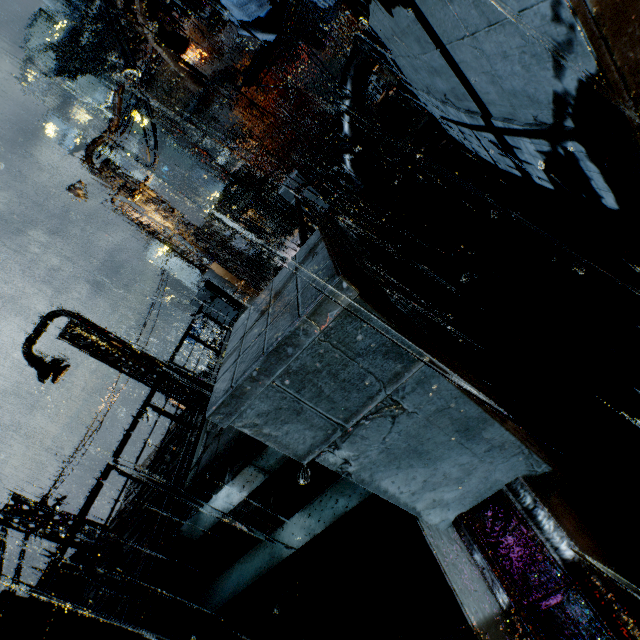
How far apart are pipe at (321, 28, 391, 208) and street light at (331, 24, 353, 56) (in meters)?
13.05

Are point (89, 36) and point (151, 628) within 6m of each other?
no

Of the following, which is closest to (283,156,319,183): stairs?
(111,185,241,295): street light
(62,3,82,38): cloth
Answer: (62,3,82,38): cloth

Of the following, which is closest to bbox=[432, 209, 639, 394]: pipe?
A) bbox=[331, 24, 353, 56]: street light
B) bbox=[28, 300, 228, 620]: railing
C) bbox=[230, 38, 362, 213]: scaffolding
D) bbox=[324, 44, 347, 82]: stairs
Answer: bbox=[28, 300, 228, 620]: railing

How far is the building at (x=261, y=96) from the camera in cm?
4838

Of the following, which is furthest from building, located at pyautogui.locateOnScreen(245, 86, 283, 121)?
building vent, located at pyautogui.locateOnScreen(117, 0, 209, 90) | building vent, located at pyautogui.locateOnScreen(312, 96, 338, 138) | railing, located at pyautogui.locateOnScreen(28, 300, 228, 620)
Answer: building vent, located at pyautogui.locateOnScreen(312, 96, 338, 138)

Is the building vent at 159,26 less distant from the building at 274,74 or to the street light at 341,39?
the building at 274,74

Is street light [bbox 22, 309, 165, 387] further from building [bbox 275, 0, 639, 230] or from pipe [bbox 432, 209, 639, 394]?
pipe [bbox 432, 209, 639, 394]
